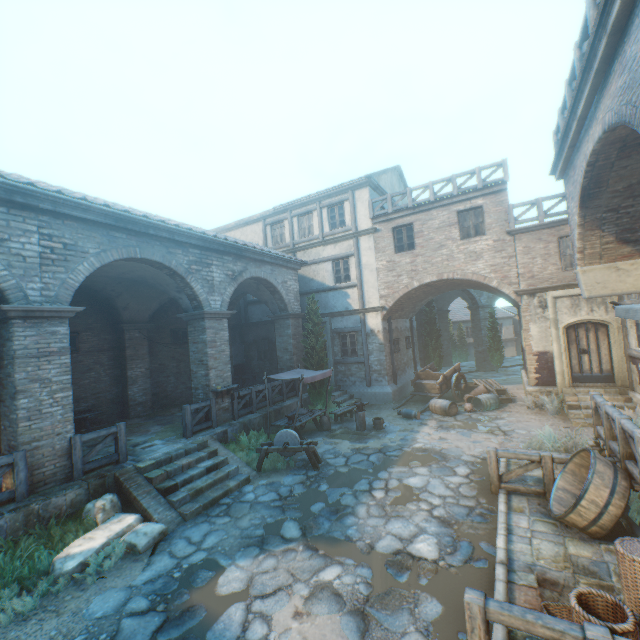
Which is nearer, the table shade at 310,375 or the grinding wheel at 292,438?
the grinding wheel at 292,438

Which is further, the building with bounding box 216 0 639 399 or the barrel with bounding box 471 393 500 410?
the barrel with bounding box 471 393 500 410

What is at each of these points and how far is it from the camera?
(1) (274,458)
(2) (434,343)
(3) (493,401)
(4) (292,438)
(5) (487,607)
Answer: (1) plants, 9.6 meters
(2) tree, 21.9 meters
(3) barrel, 13.6 meters
(4) grinding wheel, 9.4 meters
(5) fence, 3.2 meters

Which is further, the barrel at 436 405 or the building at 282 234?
the building at 282 234

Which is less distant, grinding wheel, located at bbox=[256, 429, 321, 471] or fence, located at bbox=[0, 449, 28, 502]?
fence, located at bbox=[0, 449, 28, 502]

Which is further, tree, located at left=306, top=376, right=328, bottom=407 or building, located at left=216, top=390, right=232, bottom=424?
tree, located at left=306, top=376, right=328, bottom=407

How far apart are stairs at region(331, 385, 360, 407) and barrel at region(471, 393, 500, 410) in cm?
479

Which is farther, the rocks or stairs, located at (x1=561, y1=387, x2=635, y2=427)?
stairs, located at (x1=561, y1=387, x2=635, y2=427)
